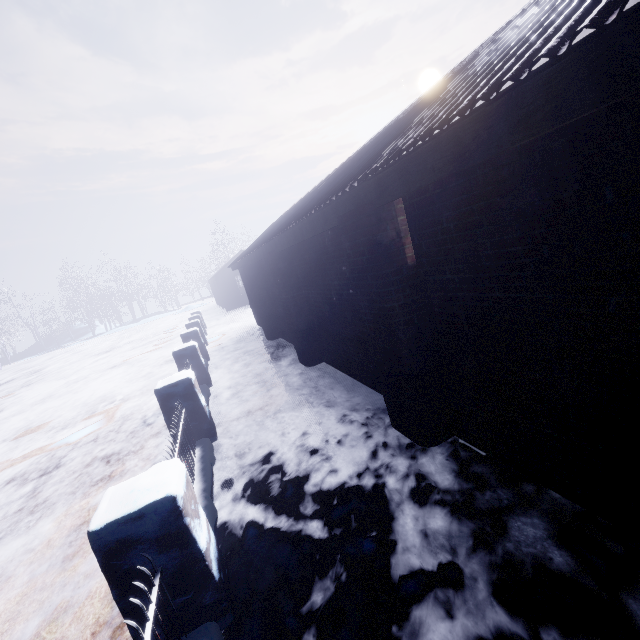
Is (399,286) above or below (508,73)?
below
